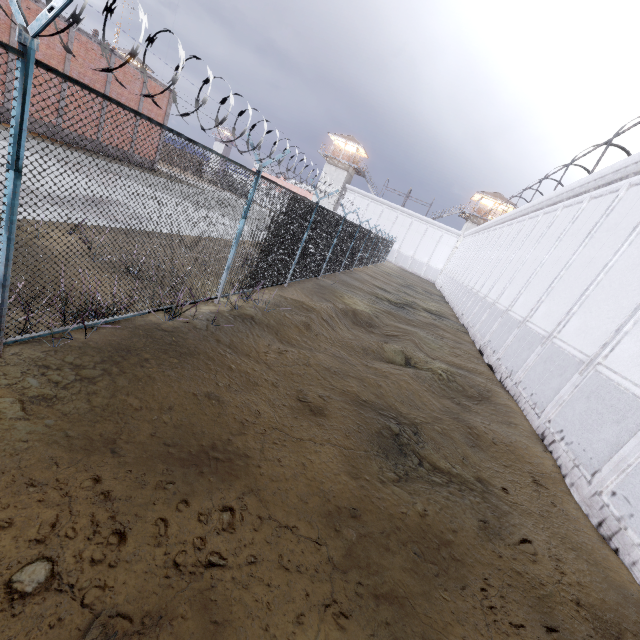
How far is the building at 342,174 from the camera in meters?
50.9

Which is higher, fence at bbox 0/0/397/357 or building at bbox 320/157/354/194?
building at bbox 320/157/354/194

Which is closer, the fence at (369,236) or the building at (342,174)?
the fence at (369,236)

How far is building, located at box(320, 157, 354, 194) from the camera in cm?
5094

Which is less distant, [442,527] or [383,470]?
[442,527]

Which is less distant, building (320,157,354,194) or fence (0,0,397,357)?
fence (0,0,397,357)
